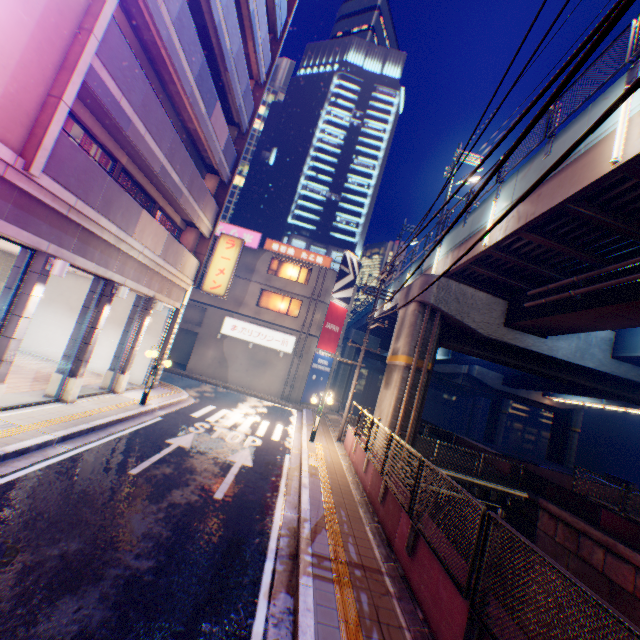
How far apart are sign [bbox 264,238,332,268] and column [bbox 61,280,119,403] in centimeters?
1713cm

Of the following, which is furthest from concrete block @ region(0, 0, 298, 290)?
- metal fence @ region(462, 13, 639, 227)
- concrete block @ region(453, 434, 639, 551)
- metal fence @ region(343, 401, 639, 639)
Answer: concrete block @ region(453, 434, 639, 551)

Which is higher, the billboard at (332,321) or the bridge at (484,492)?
the billboard at (332,321)

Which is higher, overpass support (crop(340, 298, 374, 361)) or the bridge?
overpass support (crop(340, 298, 374, 361))

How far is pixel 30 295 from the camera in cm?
800

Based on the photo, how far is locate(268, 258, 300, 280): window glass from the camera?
28.2 meters

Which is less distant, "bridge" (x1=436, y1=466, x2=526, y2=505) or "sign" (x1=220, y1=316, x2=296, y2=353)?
"bridge" (x1=436, y1=466, x2=526, y2=505)

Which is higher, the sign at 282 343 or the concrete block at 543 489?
the sign at 282 343
